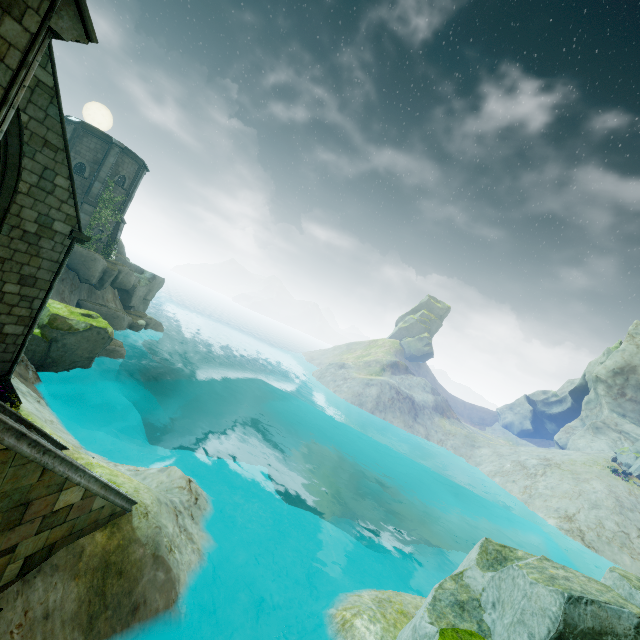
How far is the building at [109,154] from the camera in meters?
26.6

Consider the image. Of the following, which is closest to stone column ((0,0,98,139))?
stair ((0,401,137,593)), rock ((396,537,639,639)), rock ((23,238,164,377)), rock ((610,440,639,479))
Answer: stair ((0,401,137,593))

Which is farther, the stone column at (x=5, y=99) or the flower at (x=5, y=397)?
the flower at (x=5, y=397)

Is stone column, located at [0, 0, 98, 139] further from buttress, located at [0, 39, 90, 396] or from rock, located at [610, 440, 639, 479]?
rock, located at [610, 440, 639, 479]

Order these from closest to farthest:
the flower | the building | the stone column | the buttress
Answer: the stone column → the buttress → the flower → the building

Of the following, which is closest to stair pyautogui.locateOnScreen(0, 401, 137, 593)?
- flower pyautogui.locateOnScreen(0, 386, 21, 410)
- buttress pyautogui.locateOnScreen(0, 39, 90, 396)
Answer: flower pyautogui.locateOnScreen(0, 386, 21, 410)

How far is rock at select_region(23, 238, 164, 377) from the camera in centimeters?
1441cm

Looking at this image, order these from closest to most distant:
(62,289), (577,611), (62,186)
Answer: (577,611)
(62,186)
(62,289)
